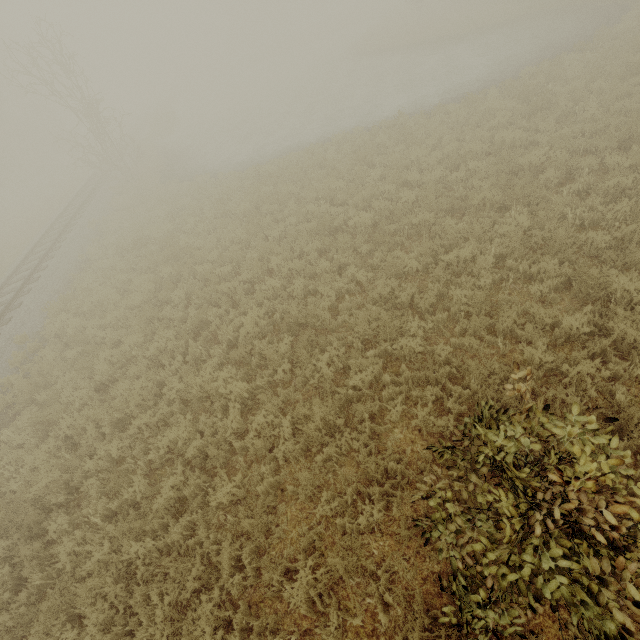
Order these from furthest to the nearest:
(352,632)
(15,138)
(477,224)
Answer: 1. (15,138)
2. (477,224)
3. (352,632)

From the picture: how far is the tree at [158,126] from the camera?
32.9m

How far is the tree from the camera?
32.9m
